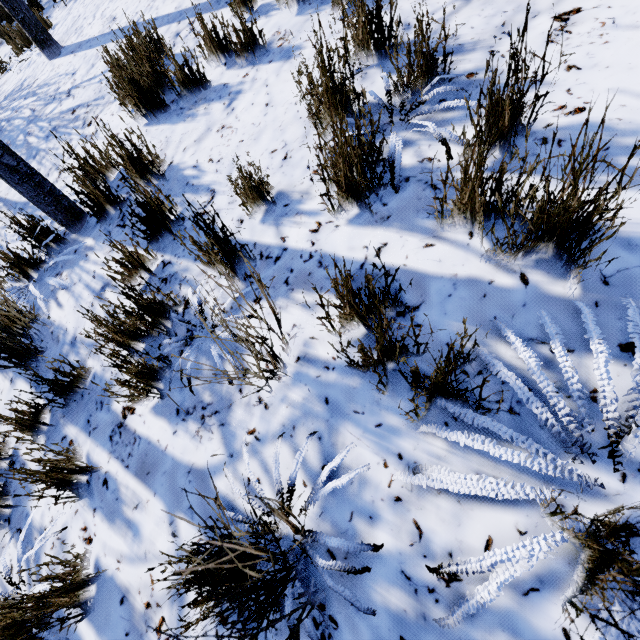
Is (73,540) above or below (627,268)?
below

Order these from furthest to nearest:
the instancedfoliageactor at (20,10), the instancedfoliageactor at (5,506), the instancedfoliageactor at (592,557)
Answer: the instancedfoliageactor at (20,10) → the instancedfoliageactor at (5,506) → the instancedfoliageactor at (592,557)

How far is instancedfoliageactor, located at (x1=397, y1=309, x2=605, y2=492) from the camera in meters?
0.9 m

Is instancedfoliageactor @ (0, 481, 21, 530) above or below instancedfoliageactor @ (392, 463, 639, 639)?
below

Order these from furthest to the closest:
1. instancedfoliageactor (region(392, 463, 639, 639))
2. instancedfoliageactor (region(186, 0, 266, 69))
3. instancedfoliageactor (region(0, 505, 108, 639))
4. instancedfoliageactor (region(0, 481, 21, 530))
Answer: instancedfoliageactor (region(186, 0, 266, 69)) < instancedfoliageactor (region(0, 481, 21, 530)) < instancedfoliageactor (region(0, 505, 108, 639)) < instancedfoliageactor (region(392, 463, 639, 639))

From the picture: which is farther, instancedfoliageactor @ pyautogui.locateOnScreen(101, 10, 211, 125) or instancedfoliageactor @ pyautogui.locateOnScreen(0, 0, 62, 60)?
instancedfoliageactor @ pyautogui.locateOnScreen(0, 0, 62, 60)

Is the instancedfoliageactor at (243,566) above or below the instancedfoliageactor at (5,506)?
above
